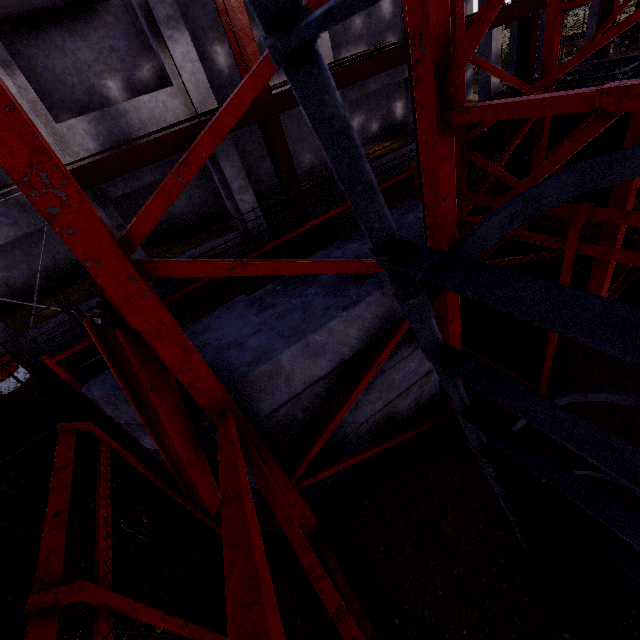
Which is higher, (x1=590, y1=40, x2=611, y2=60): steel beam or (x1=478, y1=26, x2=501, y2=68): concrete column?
(x1=478, y1=26, x2=501, y2=68): concrete column

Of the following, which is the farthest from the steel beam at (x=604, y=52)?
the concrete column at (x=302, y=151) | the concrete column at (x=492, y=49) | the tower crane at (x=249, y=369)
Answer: the concrete column at (x=302, y=151)

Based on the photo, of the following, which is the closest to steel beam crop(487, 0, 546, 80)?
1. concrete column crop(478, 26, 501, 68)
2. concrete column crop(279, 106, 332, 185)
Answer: concrete column crop(478, 26, 501, 68)

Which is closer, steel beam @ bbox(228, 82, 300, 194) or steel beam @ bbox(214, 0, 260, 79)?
steel beam @ bbox(214, 0, 260, 79)

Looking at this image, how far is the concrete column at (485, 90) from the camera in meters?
13.4 m

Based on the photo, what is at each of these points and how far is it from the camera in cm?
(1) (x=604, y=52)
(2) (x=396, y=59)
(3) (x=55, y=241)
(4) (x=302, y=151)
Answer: (1) steel beam, 1031
(2) steel beam, 682
(3) concrete column, 1138
(4) concrete column, 1462

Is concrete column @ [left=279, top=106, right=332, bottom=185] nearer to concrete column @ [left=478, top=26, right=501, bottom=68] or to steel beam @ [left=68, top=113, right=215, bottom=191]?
concrete column @ [left=478, top=26, right=501, bottom=68]
